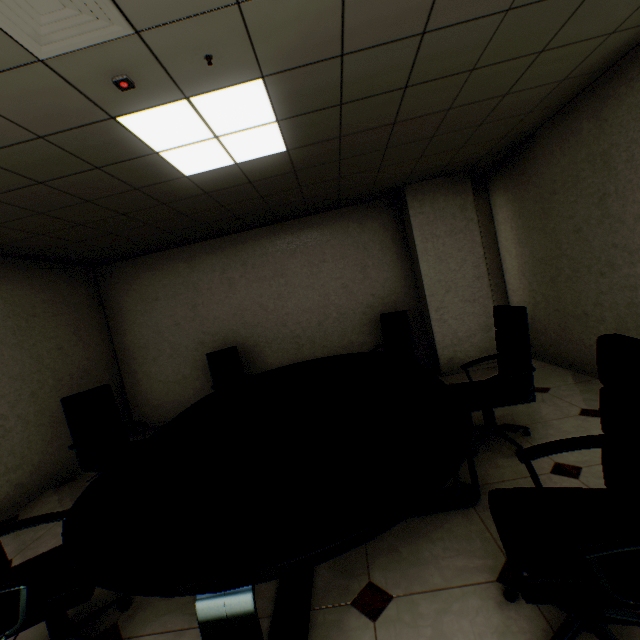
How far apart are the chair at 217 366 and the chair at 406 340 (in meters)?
1.66

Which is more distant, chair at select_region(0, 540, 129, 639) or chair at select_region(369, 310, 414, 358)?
chair at select_region(369, 310, 414, 358)

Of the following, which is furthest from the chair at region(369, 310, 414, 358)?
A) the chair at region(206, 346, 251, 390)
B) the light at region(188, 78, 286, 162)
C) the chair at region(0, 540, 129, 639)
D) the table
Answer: the chair at region(0, 540, 129, 639)

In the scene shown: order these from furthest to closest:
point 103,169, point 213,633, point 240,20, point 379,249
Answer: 1. point 379,249
2. point 103,169
3. point 240,20
4. point 213,633

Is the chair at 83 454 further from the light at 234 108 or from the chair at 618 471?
the chair at 618 471

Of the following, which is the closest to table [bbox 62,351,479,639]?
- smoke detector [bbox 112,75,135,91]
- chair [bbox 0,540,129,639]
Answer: chair [bbox 0,540,129,639]

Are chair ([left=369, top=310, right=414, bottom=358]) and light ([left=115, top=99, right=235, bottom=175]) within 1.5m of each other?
no

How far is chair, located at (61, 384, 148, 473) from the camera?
3.2m
